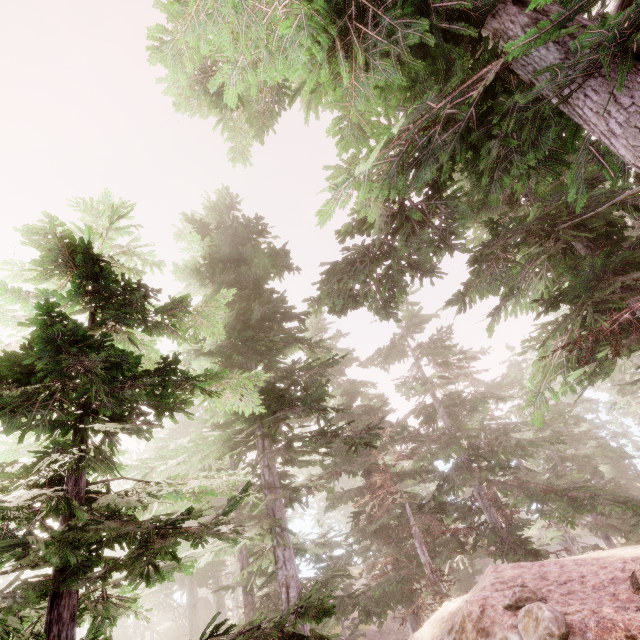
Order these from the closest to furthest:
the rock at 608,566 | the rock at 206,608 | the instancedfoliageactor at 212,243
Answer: the instancedfoliageactor at 212,243, the rock at 608,566, the rock at 206,608

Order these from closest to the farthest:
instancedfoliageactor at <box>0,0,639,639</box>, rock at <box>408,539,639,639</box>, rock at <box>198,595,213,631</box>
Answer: instancedfoliageactor at <box>0,0,639,639</box>, rock at <box>408,539,639,639</box>, rock at <box>198,595,213,631</box>

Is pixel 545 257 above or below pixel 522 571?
above

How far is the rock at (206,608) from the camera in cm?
3247

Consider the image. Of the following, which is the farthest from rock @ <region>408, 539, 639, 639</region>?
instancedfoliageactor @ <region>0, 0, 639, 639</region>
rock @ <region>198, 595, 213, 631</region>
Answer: rock @ <region>198, 595, 213, 631</region>

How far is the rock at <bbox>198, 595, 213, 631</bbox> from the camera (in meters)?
32.47

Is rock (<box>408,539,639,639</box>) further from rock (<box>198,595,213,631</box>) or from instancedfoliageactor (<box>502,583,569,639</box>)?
rock (<box>198,595,213,631</box>)
